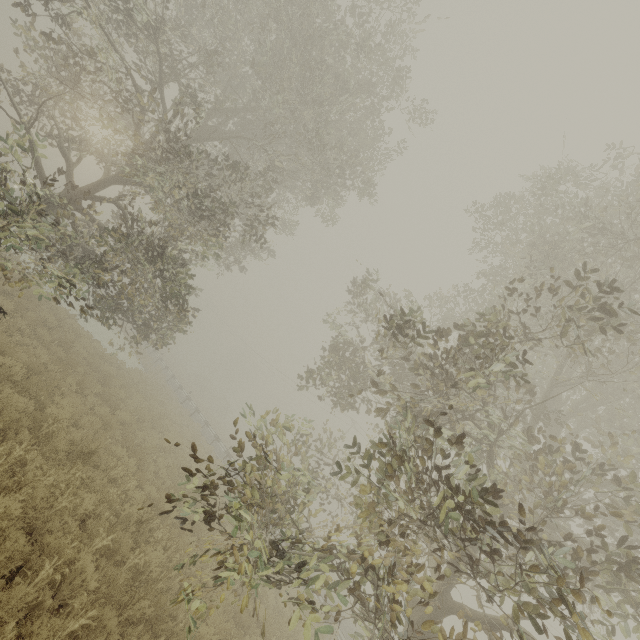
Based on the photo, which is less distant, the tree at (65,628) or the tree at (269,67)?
the tree at (65,628)

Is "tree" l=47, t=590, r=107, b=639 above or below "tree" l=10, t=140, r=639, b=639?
below

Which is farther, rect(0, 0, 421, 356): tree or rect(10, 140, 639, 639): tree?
rect(0, 0, 421, 356): tree

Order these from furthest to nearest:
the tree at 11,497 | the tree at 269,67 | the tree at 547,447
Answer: the tree at 269,67
the tree at 11,497
the tree at 547,447

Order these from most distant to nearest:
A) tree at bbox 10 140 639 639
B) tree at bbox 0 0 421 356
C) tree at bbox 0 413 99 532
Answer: tree at bbox 0 0 421 356
tree at bbox 0 413 99 532
tree at bbox 10 140 639 639

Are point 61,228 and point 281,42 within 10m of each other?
yes
